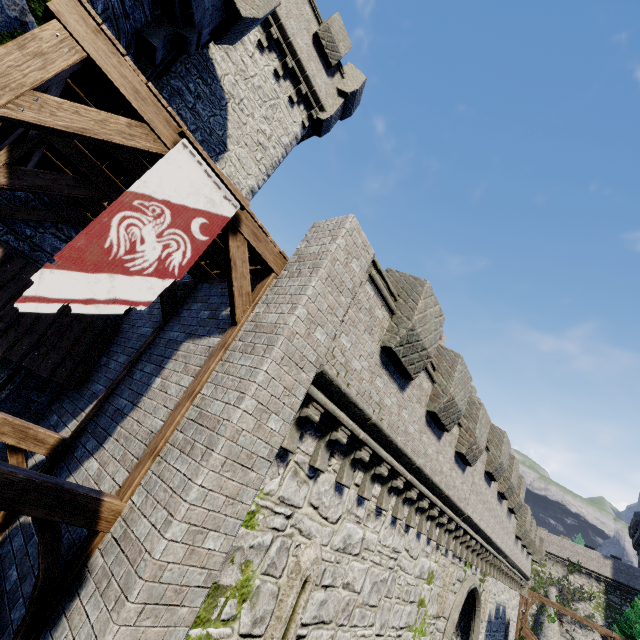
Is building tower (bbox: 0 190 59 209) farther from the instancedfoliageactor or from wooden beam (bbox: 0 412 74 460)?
the instancedfoliageactor

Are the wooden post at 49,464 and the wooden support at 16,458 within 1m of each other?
Answer: yes

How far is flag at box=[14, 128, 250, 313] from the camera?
3.3 meters

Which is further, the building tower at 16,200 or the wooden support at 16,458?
the building tower at 16,200

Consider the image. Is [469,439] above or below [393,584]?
above

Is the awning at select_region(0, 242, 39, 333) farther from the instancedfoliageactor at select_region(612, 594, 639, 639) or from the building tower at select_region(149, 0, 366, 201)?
the instancedfoliageactor at select_region(612, 594, 639, 639)

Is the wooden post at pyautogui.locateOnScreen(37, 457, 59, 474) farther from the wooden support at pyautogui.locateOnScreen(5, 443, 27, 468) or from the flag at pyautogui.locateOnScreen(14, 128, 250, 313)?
the flag at pyautogui.locateOnScreen(14, 128, 250, 313)

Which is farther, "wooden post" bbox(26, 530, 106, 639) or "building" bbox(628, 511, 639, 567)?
"building" bbox(628, 511, 639, 567)
